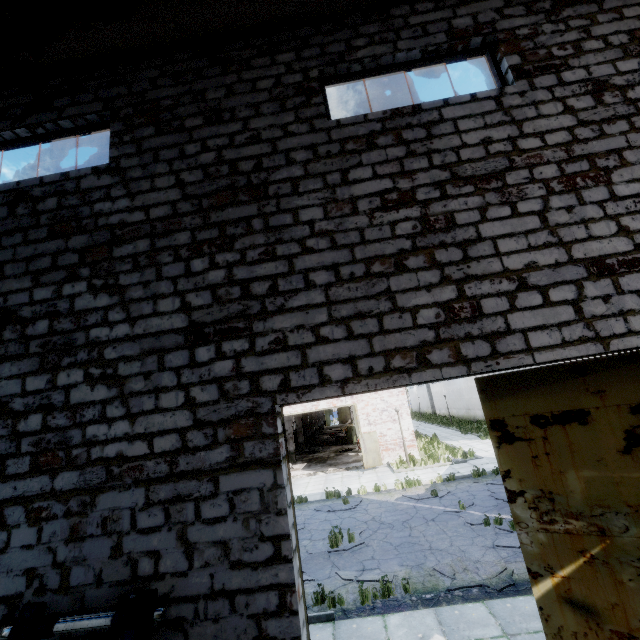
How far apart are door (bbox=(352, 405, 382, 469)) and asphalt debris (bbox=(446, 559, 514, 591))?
10.8m

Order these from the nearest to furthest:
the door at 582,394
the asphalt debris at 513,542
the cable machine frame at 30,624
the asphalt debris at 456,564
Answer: the cable machine frame at 30,624
the door at 582,394
the asphalt debris at 456,564
the asphalt debris at 513,542

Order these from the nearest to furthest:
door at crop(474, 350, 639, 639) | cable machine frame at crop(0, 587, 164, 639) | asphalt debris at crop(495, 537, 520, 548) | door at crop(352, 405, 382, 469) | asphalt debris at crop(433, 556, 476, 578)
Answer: cable machine frame at crop(0, 587, 164, 639), door at crop(474, 350, 639, 639), asphalt debris at crop(433, 556, 476, 578), asphalt debris at crop(495, 537, 520, 548), door at crop(352, 405, 382, 469)

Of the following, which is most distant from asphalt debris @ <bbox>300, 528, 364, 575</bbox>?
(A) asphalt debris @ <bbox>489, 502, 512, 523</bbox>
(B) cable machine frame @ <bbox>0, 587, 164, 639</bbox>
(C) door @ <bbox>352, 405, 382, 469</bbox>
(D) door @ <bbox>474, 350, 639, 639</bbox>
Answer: (C) door @ <bbox>352, 405, 382, 469</bbox>

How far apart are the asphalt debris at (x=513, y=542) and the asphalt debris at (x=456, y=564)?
0.75m

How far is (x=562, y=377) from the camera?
4.8 meters

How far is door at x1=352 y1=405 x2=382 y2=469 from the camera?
19.7 meters

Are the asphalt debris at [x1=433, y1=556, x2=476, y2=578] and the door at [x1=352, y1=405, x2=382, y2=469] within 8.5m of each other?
no
